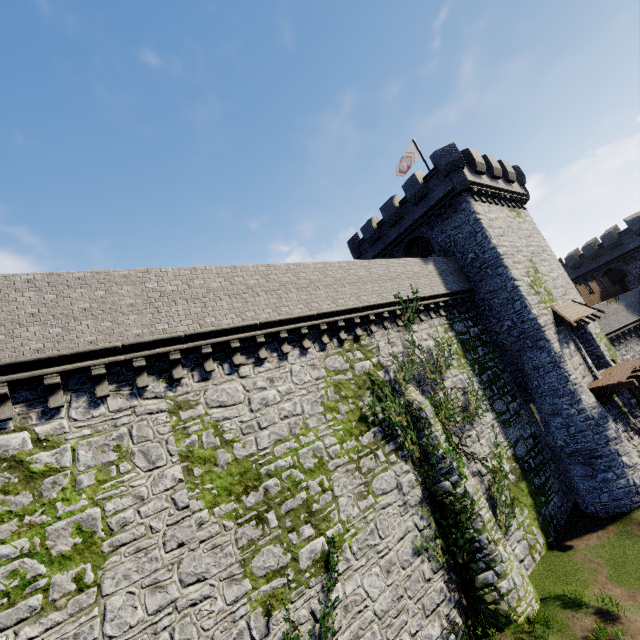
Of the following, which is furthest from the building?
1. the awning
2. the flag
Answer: the flag

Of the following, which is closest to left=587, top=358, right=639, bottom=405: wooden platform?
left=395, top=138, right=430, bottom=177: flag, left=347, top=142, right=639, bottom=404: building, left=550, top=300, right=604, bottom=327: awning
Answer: left=347, top=142, right=639, bottom=404: building

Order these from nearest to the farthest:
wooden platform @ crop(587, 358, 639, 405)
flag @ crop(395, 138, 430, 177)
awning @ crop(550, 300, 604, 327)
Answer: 1. wooden platform @ crop(587, 358, 639, 405)
2. awning @ crop(550, 300, 604, 327)
3. flag @ crop(395, 138, 430, 177)

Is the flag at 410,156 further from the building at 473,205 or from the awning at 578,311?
the awning at 578,311

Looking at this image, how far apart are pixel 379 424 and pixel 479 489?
5.16m

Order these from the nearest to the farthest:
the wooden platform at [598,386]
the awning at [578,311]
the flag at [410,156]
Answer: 1. the wooden platform at [598,386]
2. the awning at [578,311]
3. the flag at [410,156]

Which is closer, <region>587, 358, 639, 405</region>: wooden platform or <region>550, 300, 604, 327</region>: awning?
<region>587, 358, 639, 405</region>: wooden platform
